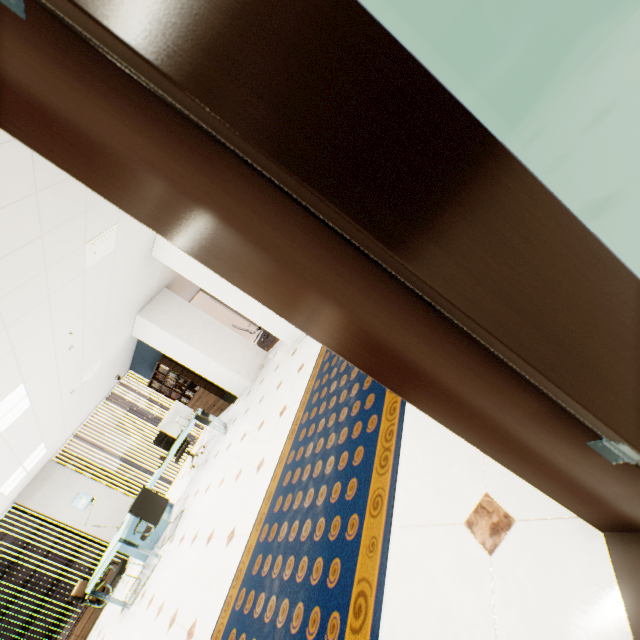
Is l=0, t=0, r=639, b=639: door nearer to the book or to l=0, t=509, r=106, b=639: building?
the book

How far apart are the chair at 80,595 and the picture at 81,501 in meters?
2.8 m

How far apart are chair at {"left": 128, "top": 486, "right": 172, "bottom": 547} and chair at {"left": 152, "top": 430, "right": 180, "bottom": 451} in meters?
1.7 m

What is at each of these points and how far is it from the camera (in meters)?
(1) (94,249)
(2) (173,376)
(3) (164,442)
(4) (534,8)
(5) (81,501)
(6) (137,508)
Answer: (1) ceiling vent, 3.76
(2) book, 8.62
(3) chair, 8.10
(4) door, 2.71
(5) picture, 7.98
(6) chair, 5.45

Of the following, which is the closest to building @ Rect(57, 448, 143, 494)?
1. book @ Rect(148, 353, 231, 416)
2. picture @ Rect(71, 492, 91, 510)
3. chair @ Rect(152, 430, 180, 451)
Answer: picture @ Rect(71, 492, 91, 510)

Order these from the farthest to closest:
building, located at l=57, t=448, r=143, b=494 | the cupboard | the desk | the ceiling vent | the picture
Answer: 1. building, located at l=57, t=448, r=143, b=494
2. the picture
3. the cupboard
4. the desk
5. the ceiling vent

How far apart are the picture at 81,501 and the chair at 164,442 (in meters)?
2.14

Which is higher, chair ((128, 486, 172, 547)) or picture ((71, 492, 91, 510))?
picture ((71, 492, 91, 510))
